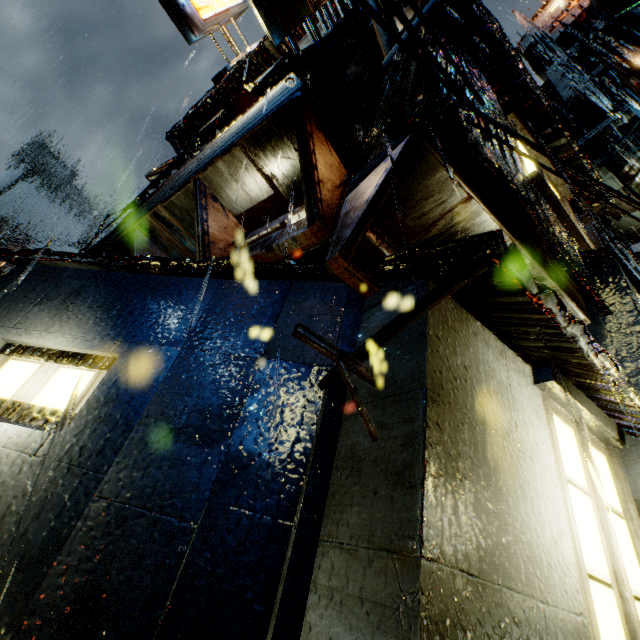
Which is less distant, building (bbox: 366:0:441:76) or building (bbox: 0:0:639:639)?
building (bbox: 0:0:639:639)

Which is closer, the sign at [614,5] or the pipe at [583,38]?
the sign at [614,5]

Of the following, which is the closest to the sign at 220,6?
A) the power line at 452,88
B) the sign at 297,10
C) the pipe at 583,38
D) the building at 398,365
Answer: the building at 398,365

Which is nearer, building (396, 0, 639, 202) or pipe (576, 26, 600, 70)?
building (396, 0, 639, 202)

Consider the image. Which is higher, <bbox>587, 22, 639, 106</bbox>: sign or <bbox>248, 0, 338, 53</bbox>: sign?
<bbox>587, 22, 639, 106</bbox>: sign

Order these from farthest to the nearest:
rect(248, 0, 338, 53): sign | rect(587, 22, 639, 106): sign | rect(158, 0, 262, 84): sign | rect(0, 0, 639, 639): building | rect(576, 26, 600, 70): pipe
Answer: rect(576, 26, 600, 70): pipe < rect(587, 22, 639, 106): sign < rect(158, 0, 262, 84): sign < rect(248, 0, 338, 53): sign < rect(0, 0, 639, 639): building

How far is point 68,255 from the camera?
4.1 meters

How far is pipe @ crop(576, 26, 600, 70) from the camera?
32.8m
